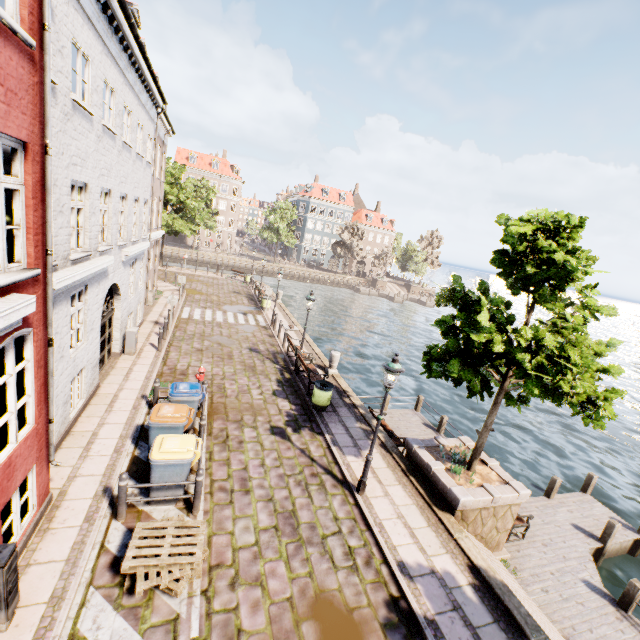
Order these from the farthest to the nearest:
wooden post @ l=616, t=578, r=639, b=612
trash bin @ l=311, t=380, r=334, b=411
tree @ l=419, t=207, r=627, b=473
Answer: trash bin @ l=311, t=380, r=334, b=411 → wooden post @ l=616, t=578, r=639, b=612 → tree @ l=419, t=207, r=627, b=473

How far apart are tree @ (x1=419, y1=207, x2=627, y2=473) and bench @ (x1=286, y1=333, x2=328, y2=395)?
5.0 meters

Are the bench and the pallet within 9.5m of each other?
yes

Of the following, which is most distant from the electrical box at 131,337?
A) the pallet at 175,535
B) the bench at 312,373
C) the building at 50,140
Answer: the pallet at 175,535

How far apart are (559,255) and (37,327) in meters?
9.7 m

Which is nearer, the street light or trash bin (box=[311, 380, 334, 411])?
the street light

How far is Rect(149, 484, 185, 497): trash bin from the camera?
6.8 meters

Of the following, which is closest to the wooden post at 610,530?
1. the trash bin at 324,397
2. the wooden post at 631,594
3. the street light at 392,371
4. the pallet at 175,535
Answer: the wooden post at 631,594
